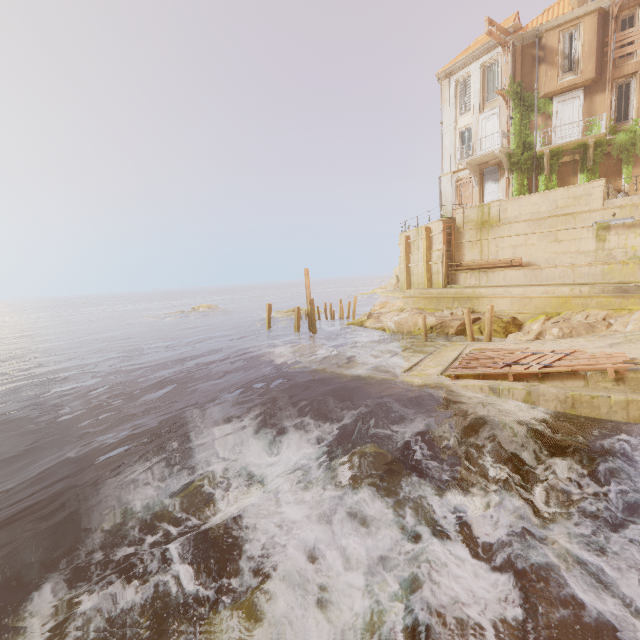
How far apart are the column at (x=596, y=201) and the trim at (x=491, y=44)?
13.72m

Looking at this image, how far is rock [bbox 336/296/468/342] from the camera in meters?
20.5

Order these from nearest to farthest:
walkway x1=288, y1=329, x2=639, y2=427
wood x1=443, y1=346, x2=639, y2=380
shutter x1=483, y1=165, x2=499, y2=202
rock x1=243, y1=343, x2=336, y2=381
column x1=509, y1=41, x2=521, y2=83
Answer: walkway x1=288, y1=329, x2=639, y2=427 < wood x1=443, y1=346, x2=639, y2=380 < rock x1=243, y1=343, x2=336, y2=381 < column x1=509, y1=41, x2=521, y2=83 < shutter x1=483, y1=165, x2=499, y2=202

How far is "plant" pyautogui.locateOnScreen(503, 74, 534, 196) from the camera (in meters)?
23.19

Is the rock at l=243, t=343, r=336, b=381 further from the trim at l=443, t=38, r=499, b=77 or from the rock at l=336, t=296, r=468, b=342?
the trim at l=443, t=38, r=499, b=77

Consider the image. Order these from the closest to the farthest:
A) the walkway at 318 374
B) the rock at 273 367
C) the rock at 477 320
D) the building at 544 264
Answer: the walkway at 318 374 < the building at 544 264 < the rock at 273 367 < the rock at 477 320

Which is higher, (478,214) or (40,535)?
(478,214)
